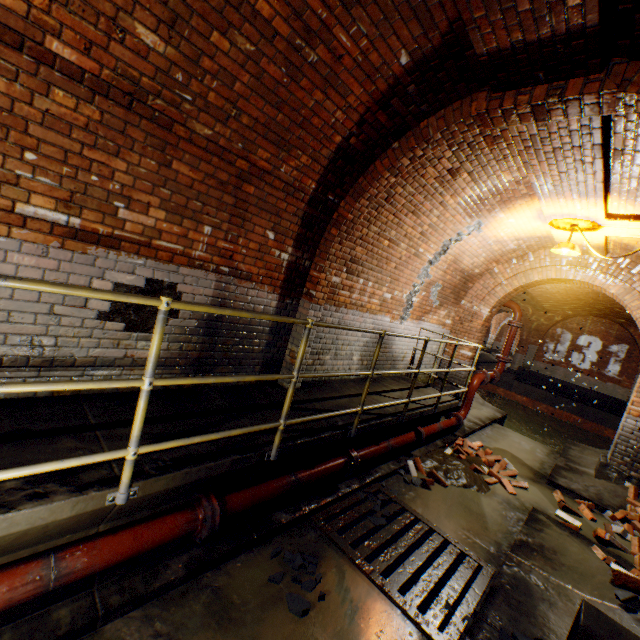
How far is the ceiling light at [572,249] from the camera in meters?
5.5 m

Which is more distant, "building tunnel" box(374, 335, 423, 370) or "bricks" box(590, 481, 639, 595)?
"building tunnel" box(374, 335, 423, 370)

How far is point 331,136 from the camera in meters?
3.5

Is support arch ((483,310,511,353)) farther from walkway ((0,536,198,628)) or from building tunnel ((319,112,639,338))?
walkway ((0,536,198,628))

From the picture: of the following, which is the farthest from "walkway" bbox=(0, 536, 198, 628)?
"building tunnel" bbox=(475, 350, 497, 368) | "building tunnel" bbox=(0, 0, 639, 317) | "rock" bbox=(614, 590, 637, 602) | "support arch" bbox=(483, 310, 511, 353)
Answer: "support arch" bbox=(483, 310, 511, 353)

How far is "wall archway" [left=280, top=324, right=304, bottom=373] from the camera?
4.5m

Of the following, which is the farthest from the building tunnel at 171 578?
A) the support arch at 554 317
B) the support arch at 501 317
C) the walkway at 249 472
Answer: the support arch at 501 317

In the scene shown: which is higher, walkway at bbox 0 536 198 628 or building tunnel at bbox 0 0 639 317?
building tunnel at bbox 0 0 639 317
